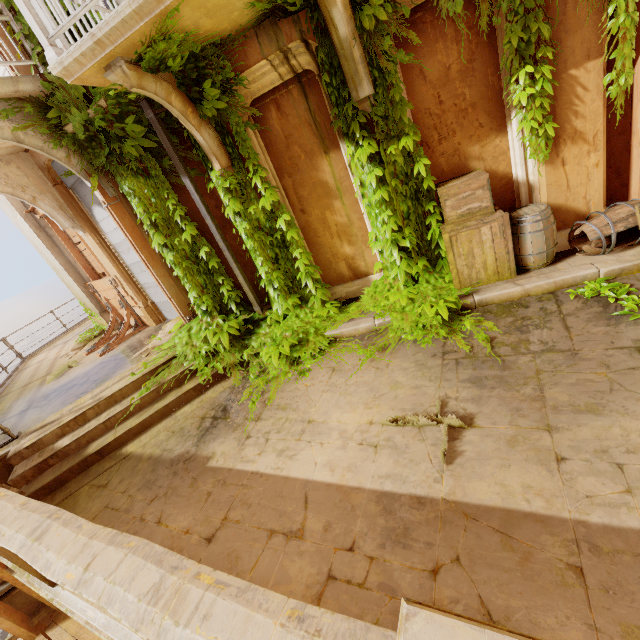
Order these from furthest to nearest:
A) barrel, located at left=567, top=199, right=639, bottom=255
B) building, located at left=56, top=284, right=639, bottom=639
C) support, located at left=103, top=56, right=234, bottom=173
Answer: barrel, located at left=567, top=199, right=639, bottom=255 → support, located at left=103, top=56, right=234, bottom=173 → building, located at left=56, top=284, right=639, bottom=639

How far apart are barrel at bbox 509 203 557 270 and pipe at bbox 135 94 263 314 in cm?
440

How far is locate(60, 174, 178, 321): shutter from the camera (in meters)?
6.95

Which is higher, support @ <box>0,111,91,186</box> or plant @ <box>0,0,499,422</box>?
support @ <box>0,111,91,186</box>

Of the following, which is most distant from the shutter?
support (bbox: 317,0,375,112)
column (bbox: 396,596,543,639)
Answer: column (bbox: 396,596,543,639)

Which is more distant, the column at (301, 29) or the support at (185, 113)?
the column at (301, 29)

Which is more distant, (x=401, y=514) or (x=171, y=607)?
(x=401, y=514)

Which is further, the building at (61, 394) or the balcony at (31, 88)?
the building at (61, 394)
